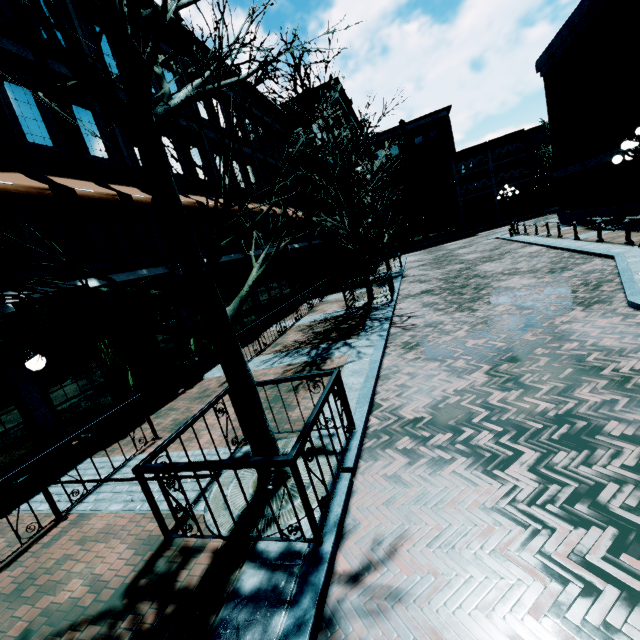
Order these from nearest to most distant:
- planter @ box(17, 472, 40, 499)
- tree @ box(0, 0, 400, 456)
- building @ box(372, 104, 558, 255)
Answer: tree @ box(0, 0, 400, 456)
planter @ box(17, 472, 40, 499)
building @ box(372, 104, 558, 255)

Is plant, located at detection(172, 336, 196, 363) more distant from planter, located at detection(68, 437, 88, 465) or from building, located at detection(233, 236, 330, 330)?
planter, located at detection(68, 437, 88, 465)

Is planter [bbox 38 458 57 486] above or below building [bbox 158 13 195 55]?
below

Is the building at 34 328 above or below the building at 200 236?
below

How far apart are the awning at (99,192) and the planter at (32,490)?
5.4 meters

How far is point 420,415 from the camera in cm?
515

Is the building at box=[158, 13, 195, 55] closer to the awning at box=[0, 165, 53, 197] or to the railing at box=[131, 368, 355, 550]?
the awning at box=[0, 165, 53, 197]

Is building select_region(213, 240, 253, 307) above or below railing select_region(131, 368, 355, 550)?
above
